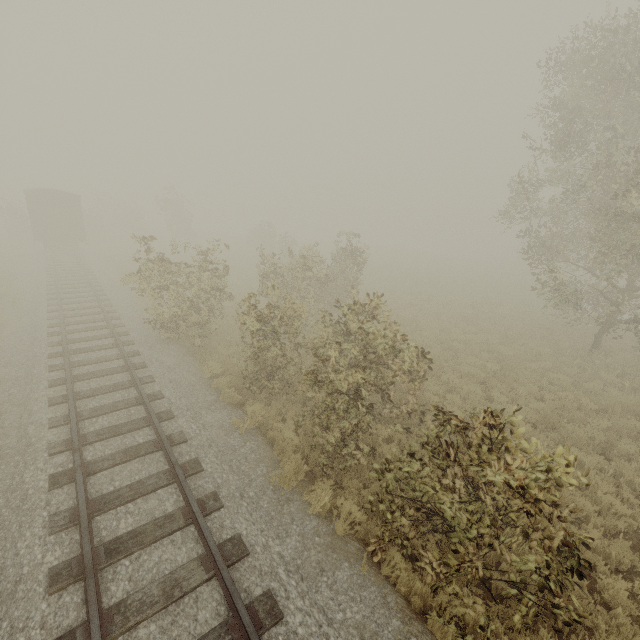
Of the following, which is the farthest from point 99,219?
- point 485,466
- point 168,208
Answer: point 485,466

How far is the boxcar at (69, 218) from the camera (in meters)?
24.55

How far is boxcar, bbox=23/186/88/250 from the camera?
24.5m
